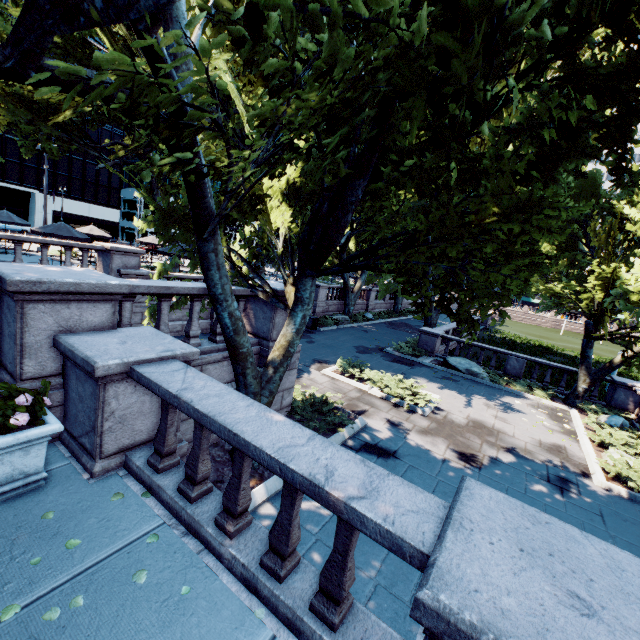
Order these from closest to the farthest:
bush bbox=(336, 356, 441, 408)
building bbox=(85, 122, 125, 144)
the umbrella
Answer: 1. bush bbox=(336, 356, 441, 408)
2. the umbrella
3. building bbox=(85, 122, 125, 144)

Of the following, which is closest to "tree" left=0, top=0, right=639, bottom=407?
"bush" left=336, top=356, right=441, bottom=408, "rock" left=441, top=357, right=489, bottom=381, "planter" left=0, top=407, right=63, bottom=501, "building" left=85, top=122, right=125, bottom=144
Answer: "planter" left=0, top=407, right=63, bottom=501

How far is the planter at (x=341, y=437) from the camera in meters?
9.0

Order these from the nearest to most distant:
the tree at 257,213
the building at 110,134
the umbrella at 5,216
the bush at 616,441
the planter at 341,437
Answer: the tree at 257,213, the planter at 341,437, the bush at 616,441, the umbrella at 5,216, the building at 110,134

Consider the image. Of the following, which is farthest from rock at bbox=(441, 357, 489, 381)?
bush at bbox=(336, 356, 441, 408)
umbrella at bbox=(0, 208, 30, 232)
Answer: umbrella at bbox=(0, 208, 30, 232)

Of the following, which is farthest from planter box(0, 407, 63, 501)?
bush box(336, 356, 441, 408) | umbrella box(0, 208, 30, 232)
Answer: umbrella box(0, 208, 30, 232)

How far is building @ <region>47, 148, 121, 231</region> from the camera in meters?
52.1 m

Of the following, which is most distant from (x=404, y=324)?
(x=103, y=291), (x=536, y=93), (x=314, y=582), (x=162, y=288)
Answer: (x=314, y=582)
